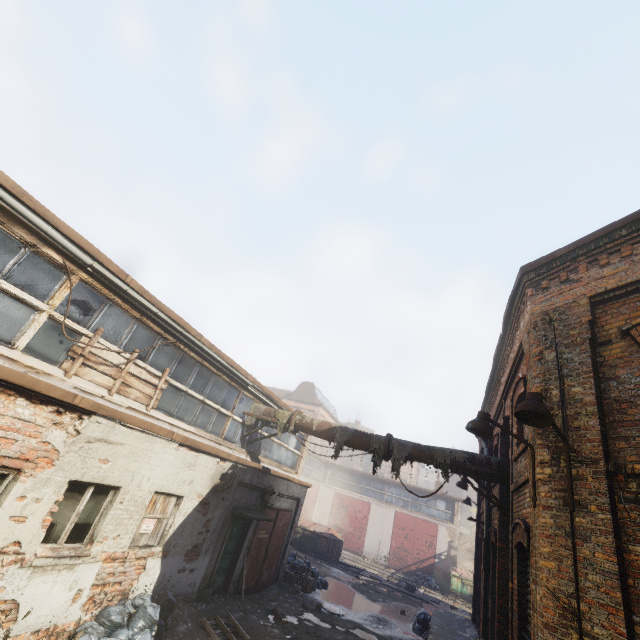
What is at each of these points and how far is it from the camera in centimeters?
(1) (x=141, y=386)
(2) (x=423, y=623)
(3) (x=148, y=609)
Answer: (1) pallet, 729cm
(2) trash bag, 1302cm
(3) trash bag, 656cm

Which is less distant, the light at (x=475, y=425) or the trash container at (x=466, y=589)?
the light at (x=475, y=425)

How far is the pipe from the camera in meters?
8.0

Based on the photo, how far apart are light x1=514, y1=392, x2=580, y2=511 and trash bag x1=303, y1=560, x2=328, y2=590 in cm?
1409

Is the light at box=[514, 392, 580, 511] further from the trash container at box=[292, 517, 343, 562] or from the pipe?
the trash container at box=[292, 517, 343, 562]

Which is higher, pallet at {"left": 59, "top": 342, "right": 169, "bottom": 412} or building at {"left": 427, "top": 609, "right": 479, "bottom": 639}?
pallet at {"left": 59, "top": 342, "right": 169, "bottom": 412}

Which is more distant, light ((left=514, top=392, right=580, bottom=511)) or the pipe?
the pipe

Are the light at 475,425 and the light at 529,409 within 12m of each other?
yes
